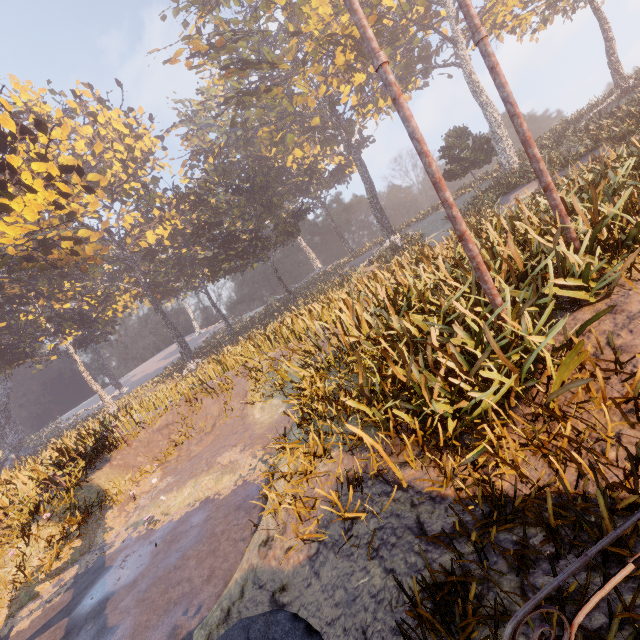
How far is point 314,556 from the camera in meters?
4.0 m

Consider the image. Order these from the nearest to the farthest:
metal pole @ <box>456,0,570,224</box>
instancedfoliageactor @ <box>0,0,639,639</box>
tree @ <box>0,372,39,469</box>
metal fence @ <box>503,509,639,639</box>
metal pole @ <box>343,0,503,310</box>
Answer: metal fence @ <box>503,509,639,639</box> < instancedfoliageactor @ <box>0,0,639,639</box> < metal pole @ <box>343,0,503,310</box> < metal pole @ <box>456,0,570,224</box> < tree @ <box>0,372,39,469</box>

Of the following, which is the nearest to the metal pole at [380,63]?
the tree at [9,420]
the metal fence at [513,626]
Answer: the metal fence at [513,626]

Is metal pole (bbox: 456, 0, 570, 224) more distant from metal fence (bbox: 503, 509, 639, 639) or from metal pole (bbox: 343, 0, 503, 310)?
metal fence (bbox: 503, 509, 639, 639)

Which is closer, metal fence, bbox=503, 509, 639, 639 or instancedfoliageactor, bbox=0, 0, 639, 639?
metal fence, bbox=503, 509, 639, 639

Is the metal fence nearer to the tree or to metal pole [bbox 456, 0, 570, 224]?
metal pole [bbox 456, 0, 570, 224]

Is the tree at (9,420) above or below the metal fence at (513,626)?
above
